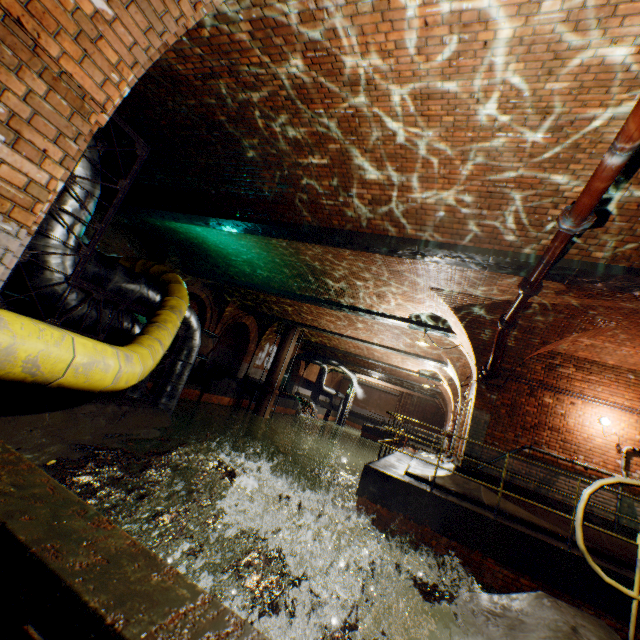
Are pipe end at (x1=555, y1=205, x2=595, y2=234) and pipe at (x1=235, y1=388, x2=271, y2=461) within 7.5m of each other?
no

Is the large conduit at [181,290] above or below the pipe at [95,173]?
below

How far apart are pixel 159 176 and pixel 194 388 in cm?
1107

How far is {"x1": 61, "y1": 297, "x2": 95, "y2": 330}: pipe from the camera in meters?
4.1 m

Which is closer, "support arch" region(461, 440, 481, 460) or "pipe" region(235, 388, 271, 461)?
"support arch" region(461, 440, 481, 460)

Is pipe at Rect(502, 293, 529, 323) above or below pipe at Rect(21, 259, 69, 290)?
above

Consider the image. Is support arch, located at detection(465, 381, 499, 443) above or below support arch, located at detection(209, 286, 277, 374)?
below

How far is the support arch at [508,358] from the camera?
7.4 meters
